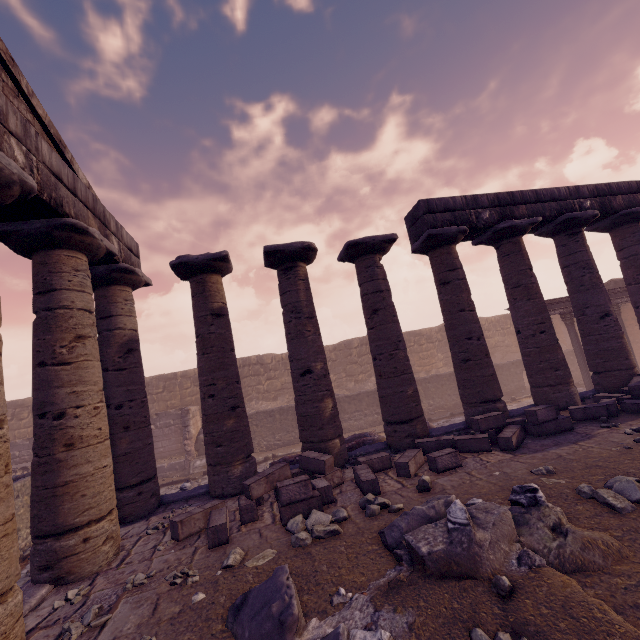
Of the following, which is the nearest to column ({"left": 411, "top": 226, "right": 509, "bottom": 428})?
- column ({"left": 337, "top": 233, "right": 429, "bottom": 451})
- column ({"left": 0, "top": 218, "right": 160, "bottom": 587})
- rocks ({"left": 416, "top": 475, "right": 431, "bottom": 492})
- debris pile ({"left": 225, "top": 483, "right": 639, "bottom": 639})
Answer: column ({"left": 337, "top": 233, "right": 429, "bottom": 451})

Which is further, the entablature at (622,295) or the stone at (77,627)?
the entablature at (622,295)

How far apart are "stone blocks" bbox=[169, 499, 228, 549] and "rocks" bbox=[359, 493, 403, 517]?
2.09m

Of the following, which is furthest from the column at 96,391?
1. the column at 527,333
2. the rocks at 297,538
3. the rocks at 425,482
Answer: the column at 527,333

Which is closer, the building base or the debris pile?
the debris pile

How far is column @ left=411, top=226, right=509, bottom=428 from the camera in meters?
8.4

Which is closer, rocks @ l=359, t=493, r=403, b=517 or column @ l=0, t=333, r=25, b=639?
column @ l=0, t=333, r=25, b=639

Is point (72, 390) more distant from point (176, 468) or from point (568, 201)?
point (568, 201)
